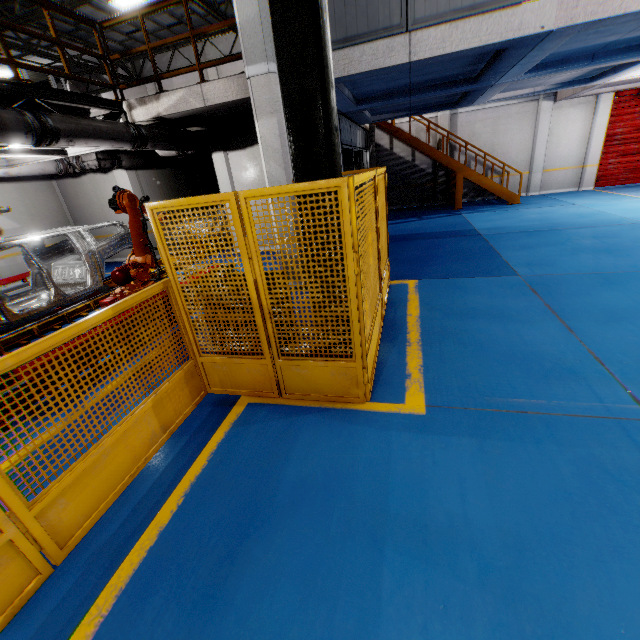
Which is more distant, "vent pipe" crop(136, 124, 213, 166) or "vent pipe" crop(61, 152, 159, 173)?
"vent pipe" crop(61, 152, 159, 173)

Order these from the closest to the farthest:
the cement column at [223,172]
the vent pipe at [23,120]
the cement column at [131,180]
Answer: the vent pipe at [23,120]
the cement column at [223,172]
the cement column at [131,180]

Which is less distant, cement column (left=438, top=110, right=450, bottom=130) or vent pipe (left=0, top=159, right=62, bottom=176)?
vent pipe (left=0, top=159, right=62, bottom=176)

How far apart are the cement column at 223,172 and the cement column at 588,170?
15.45m

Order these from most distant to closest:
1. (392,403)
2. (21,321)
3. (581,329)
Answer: (21,321)
(581,329)
(392,403)

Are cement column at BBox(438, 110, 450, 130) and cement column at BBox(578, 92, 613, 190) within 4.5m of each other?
no

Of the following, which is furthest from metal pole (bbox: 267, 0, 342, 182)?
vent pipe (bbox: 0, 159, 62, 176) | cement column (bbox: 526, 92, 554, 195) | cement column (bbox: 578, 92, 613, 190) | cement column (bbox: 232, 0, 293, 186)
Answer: cement column (bbox: 578, 92, 613, 190)

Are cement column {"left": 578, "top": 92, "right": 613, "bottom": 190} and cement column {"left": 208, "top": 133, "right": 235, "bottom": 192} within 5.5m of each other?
no
